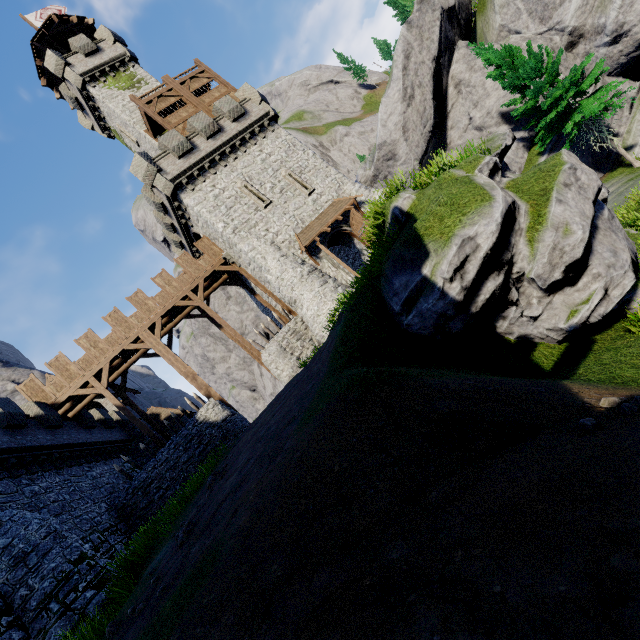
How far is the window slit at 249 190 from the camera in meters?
22.2 m

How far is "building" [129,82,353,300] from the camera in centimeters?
2142cm

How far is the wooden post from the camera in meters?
20.7 m

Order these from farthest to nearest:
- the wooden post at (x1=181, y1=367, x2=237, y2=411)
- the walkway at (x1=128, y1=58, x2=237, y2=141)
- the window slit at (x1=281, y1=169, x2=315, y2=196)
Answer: the walkway at (x1=128, y1=58, x2=237, y2=141) → the window slit at (x1=281, y1=169, x2=315, y2=196) → the wooden post at (x1=181, y1=367, x2=237, y2=411)

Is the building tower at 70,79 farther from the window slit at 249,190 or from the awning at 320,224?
the awning at 320,224

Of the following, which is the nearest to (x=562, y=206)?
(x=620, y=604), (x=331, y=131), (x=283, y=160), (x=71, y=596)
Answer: (x=620, y=604)

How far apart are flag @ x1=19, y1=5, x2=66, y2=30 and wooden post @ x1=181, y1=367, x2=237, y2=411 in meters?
38.0 m

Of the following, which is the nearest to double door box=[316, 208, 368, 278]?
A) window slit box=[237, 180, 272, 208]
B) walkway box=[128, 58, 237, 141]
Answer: window slit box=[237, 180, 272, 208]
